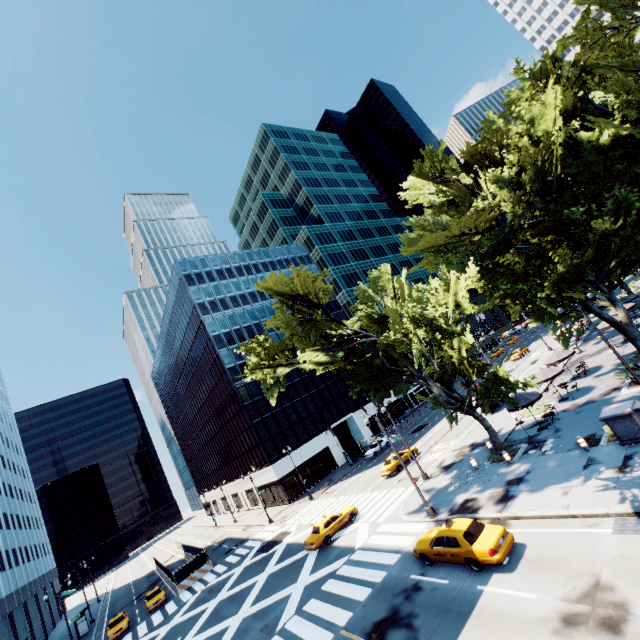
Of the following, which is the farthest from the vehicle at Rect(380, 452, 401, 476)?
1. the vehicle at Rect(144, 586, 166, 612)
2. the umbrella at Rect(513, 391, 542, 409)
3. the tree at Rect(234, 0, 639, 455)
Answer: the vehicle at Rect(144, 586, 166, 612)

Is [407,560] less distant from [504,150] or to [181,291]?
[504,150]

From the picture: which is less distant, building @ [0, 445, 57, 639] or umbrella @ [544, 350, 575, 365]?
umbrella @ [544, 350, 575, 365]

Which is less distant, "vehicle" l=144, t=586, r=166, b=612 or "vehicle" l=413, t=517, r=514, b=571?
"vehicle" l=413, t=517, r=514, b=571

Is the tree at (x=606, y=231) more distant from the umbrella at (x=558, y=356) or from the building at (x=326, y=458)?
the building at (x=326, y=458)

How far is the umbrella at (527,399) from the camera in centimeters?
2347cm

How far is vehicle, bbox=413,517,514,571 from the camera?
13.51m

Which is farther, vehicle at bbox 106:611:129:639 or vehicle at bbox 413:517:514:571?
vehicle at bbox 106:611:129:639
